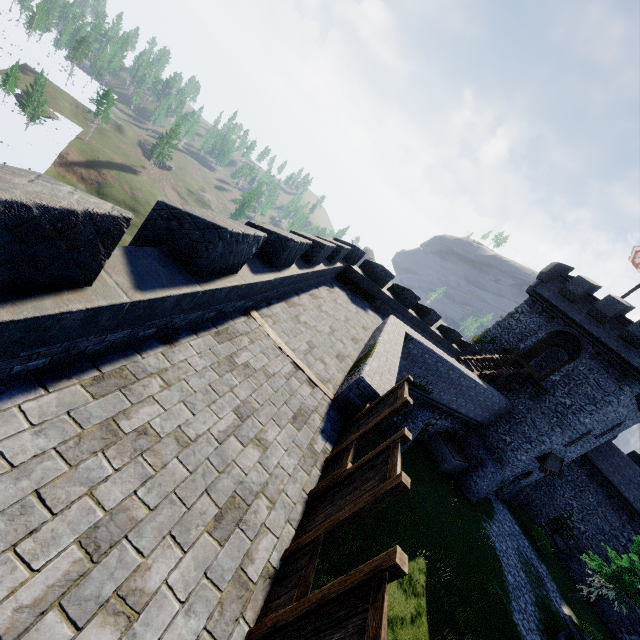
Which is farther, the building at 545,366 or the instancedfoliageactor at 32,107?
the instancedfoliageactor at 32,107

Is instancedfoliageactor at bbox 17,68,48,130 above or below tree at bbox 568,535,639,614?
below

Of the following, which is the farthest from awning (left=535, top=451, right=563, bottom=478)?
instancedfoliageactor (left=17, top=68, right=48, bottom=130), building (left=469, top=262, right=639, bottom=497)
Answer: instancedfoliageactor (left=17, top=68, right=48, bottom=130)

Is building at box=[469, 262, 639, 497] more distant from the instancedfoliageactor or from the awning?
the instancedfoliageactor

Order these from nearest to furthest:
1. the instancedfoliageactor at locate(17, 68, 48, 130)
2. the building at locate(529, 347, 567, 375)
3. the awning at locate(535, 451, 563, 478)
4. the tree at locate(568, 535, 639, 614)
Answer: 1. the tree at locate(568, 535, 639, 614)
2. the awning at locate(535, 451, 563, 478)
3. the building at locate(529, 347, 567, 375)
4. the instancedfoliageactor at locate(17, 68, 48, 130)

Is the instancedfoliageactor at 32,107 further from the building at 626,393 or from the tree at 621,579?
the tree at 621,579

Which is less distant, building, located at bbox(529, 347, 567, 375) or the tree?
the tree

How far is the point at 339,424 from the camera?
7.1m
